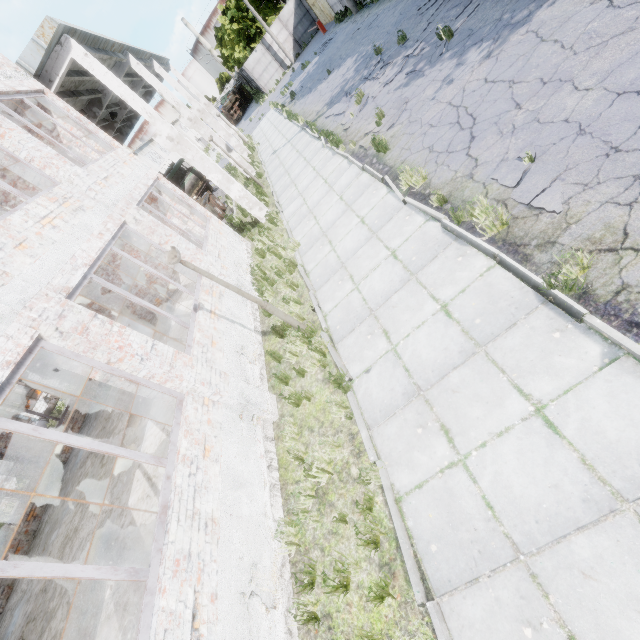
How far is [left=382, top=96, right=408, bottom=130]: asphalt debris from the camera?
9.5m

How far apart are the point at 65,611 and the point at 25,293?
6.45m

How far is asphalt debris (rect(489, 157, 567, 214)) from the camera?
4.56m

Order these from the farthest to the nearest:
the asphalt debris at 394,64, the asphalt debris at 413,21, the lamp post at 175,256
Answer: the asphalt debris at 413,21, the asphalt debris at 394,64, the lamp post at 175,256

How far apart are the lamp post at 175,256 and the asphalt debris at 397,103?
6.4m

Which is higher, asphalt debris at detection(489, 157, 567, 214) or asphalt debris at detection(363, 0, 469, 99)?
asphalt debris at detection(363, 0, 469, 99)

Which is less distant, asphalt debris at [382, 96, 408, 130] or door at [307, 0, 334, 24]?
asphalt debris at [382, 96, 408, 130]

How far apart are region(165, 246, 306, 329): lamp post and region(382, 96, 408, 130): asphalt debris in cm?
637
